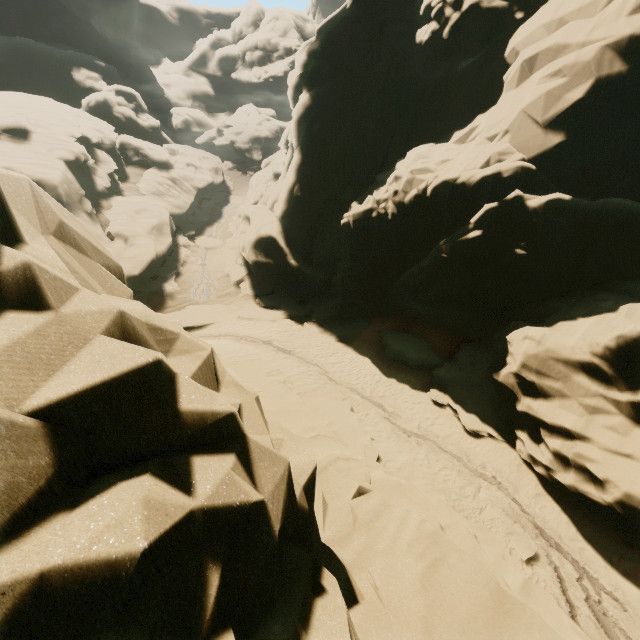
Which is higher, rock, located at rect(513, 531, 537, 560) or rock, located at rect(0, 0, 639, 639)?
rock, located at rect(0, 0, 639, 639)

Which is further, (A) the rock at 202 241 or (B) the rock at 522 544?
(A) the rock at 202 241

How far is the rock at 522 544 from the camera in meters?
10.4 m

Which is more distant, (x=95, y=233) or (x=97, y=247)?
(x=95, y=233)

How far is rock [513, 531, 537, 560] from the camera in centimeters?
1045cm

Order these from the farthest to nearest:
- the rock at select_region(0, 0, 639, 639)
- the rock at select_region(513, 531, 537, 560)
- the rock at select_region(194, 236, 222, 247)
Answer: the rock at select_region(194, 236, 222, 247) → the rock at select_region(513, 531, 537, 560) → the rock at select_region(0, 0, 639, 639)
